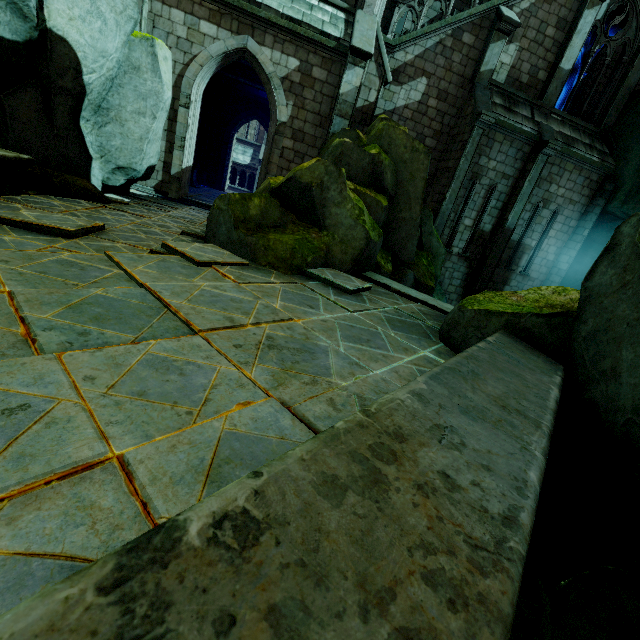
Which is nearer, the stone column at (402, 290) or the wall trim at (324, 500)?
the wall trim at (324, 500)

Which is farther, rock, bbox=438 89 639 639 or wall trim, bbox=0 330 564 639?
rock, bbox=438 89 639 639

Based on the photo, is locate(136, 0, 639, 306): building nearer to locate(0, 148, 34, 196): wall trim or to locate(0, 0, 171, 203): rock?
locate(0, 0, 171, 203): rock

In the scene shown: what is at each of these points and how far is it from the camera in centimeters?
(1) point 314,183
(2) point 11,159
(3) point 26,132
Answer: (1) rock, 692cm
(2) wall trim, 553cm
(3) rock, 676cm

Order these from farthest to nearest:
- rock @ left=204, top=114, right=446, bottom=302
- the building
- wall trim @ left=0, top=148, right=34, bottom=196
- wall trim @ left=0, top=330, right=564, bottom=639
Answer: the building → rock @ left=204, top=114, right=446, bottom=302 → wall trim @ left=0, top=148, right=34, bottom=196 → wall trim @ left=0, top=330, right=564, bottom=639

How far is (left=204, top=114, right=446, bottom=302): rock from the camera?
6.35m

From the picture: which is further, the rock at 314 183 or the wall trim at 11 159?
the rock at 314 183

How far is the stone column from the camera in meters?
6.7 m
